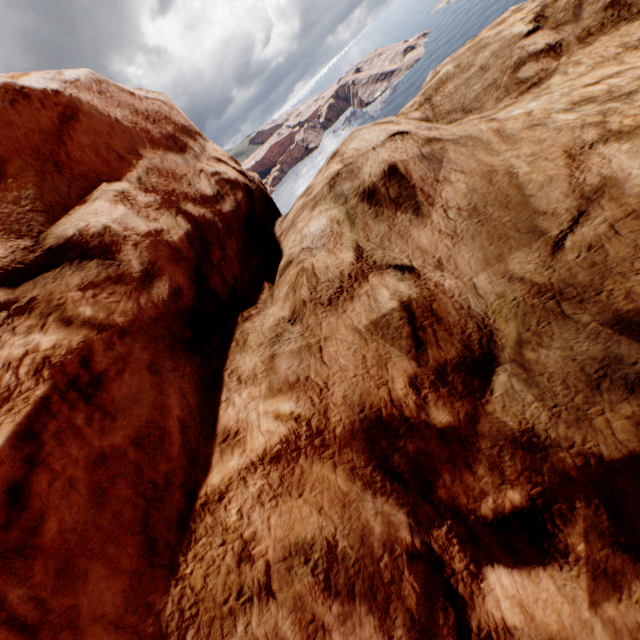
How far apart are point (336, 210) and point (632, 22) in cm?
476
